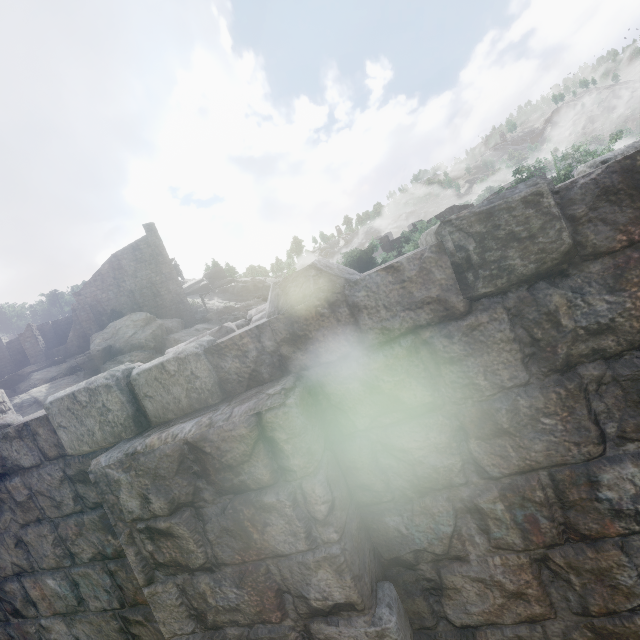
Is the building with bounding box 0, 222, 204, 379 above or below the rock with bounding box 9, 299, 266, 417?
above

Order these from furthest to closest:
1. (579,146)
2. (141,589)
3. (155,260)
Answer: (155,260)
(579,146)
(141,589)

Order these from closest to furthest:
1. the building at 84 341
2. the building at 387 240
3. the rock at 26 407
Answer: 1. the rock at 26 407
2. the building at 84 341
3. the building at 387 240

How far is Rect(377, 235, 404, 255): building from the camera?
44.0m

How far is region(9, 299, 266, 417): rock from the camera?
25.5 meters

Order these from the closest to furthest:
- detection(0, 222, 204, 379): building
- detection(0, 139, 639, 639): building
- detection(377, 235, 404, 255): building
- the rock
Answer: detection(0, 139, 639, 639): building
the rock
detection(0, 222, 204, 379): building
detection(377, 235, 404, 255): building

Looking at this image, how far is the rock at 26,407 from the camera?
25.5 meters

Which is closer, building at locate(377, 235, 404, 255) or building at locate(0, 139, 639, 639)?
building at locate(0, 139, 639, 639)
